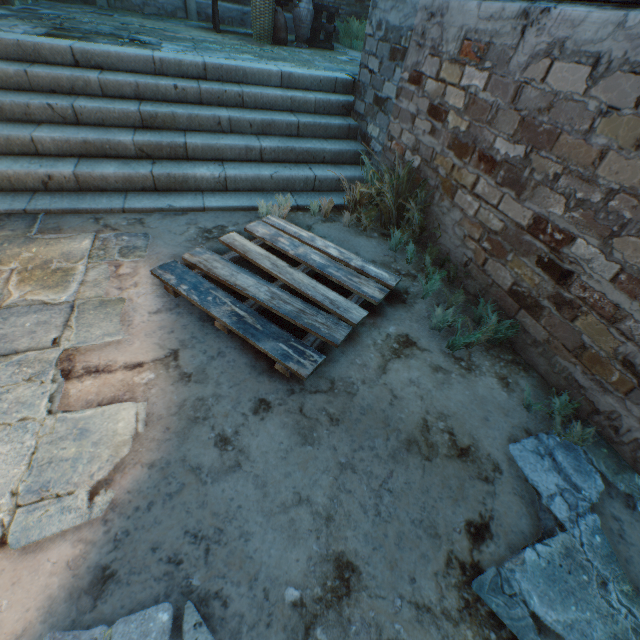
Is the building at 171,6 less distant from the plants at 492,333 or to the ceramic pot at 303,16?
the plants at 492,333

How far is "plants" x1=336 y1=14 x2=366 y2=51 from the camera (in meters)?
8.72

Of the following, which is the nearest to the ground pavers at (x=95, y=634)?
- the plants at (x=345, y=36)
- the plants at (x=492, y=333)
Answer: the plants at (x=492, y=333)

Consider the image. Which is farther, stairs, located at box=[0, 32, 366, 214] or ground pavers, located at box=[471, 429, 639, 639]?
stairs, located at box=[0, 32, 366, 214]

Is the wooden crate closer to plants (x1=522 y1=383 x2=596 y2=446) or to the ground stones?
the ground stones

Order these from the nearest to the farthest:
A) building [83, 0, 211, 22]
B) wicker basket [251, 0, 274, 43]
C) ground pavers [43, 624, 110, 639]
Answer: ground pavers [43, 624, 110, 639] → wicker basket [251, 0, 274, 43] → building [83, 0, 211, 22]

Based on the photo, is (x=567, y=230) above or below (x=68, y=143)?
above

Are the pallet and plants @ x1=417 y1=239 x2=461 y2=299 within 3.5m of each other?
yes
